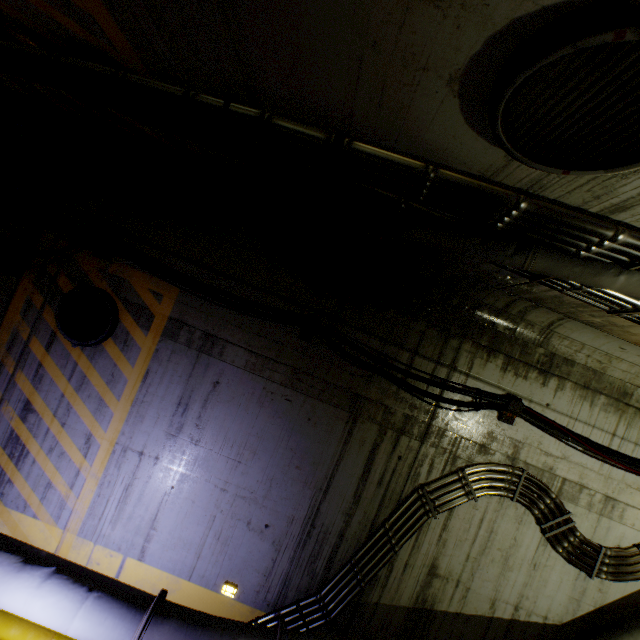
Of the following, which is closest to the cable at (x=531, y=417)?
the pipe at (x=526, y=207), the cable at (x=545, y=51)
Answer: the pipe at (x=526, y=207)

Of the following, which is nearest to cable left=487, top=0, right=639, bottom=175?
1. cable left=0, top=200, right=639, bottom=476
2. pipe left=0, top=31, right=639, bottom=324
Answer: pipe left=0, top=31, right=639, bottom=324

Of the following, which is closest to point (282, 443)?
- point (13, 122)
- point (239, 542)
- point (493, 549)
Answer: point (239, 542)

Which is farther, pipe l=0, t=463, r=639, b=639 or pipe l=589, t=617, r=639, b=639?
pipe l=589, t=617, r=639, b=639

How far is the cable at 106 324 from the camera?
4.4m

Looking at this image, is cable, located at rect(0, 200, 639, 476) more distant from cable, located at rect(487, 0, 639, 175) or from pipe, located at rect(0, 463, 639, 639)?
cable, located at rect(487, 0, 639, 175)

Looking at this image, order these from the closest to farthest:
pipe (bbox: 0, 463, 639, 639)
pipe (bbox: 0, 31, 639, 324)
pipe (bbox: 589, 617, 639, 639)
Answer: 1. pipe (bbox: 0, 31, 639, 324)
2. pipe (bbox: 0, 463, 639, 639)
3. pipe (bbox: 589, 617, 639, 639)
